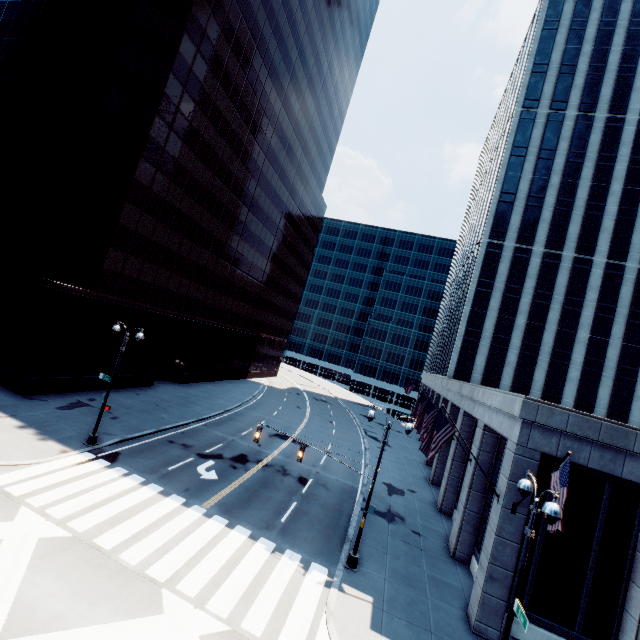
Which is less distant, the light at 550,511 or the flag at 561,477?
the light at 550,511

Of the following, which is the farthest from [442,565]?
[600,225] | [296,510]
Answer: [600,225]

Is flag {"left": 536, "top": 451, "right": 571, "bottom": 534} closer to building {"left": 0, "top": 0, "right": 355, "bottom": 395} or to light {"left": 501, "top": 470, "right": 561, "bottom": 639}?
light {"left": 501, "top": 470, "right": 561, "bottom": 639}

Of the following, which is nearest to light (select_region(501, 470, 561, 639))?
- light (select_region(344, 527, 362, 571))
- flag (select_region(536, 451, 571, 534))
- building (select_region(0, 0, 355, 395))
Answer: flag (select_region(536, 451, 571, 534))

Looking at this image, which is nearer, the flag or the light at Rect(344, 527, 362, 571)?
the flag

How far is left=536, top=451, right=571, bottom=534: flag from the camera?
10.1 meters

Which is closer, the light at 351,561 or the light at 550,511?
the light at 550,511

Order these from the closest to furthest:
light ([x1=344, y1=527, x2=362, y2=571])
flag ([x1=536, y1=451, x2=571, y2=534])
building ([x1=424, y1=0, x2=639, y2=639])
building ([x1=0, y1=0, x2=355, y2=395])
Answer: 1. flag ([x1=536, y1=451, x2=571, y2=534])
2. building ([x1=424, y1=0, x2=639, y2=639])
3. light ([x1=344, y1=527, x2=362, y2=571])
4. building ([x1=0, y1=0, x2=355, y2=395])
